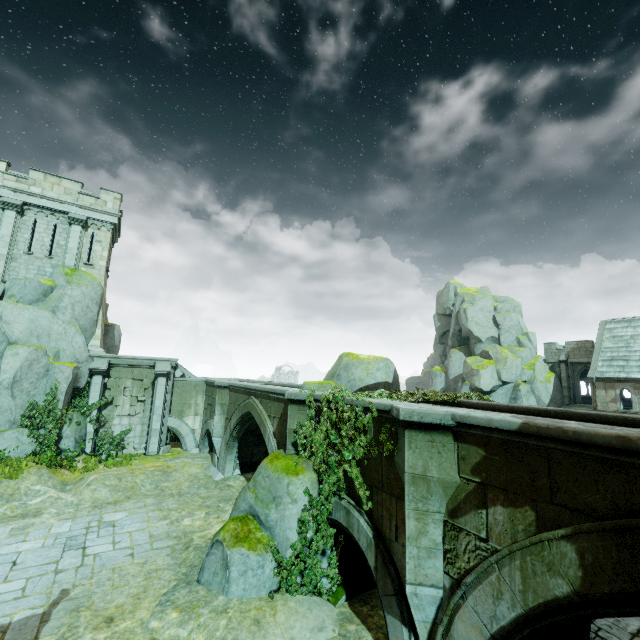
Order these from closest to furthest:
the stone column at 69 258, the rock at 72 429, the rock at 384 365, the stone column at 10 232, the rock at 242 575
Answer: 1. the rock at 242 575
2. the rock at 384 365
3. the rock at 72 429
4. the stone column at 10 232
5. the stone column at 69 258

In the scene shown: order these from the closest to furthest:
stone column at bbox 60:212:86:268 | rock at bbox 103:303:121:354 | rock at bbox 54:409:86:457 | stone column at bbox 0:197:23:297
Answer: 1. rock at bbox 54:409:86:457
2. stone column at bbox 0:197:23:297
3. stone column at bbox 60:212:86:268
4. rock at bbox 103:303:121:354

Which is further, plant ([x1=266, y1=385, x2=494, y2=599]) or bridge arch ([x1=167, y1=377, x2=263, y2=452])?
bridge arch ([x1=167, y1=377, x2=263, y2=452])

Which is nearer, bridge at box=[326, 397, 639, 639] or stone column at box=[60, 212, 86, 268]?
bridge at box=[326, 397, 639, 639]

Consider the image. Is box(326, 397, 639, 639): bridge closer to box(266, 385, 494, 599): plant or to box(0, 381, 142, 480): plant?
box(266, 385, 494, 599): plant

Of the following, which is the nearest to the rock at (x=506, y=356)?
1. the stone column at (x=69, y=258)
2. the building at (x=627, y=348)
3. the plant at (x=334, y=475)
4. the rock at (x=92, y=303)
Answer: the building at (x=627, y=348)

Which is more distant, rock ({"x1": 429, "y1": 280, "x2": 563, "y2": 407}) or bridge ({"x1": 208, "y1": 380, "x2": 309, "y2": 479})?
rock ({"x1": 429, "y1": 280, "x2": 563, "y2": 407})

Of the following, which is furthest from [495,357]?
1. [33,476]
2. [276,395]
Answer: [33,476]
